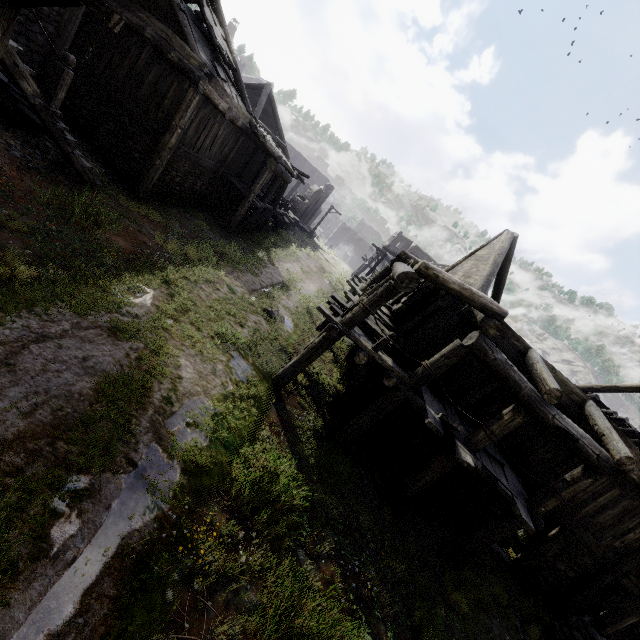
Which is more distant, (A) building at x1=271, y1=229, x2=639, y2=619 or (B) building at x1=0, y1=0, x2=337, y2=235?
(B) building at x1=0, y1=0, x2=337, y2=235

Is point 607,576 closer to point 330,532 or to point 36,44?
point 330,532

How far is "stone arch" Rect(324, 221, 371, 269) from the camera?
57.66m

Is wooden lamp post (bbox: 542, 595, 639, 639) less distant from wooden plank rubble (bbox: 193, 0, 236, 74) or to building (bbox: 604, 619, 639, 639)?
building (bbox: 604, 619, 639, 639)

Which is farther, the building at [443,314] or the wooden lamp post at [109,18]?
the building at [443,314]

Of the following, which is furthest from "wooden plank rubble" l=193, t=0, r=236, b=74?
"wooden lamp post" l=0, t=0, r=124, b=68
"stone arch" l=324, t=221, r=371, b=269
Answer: "stone arch" l=324, t=221, r=371, b=269

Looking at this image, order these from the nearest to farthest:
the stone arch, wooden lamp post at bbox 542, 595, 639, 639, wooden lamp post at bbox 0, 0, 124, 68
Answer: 1. wooden lamp post at bbox 0, 0, 124, 68
2. wooden lamp post at bbox 542, 595, 639, 639
3. the stone arch

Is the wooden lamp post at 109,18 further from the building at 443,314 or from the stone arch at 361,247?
the stone arch at 361,247
